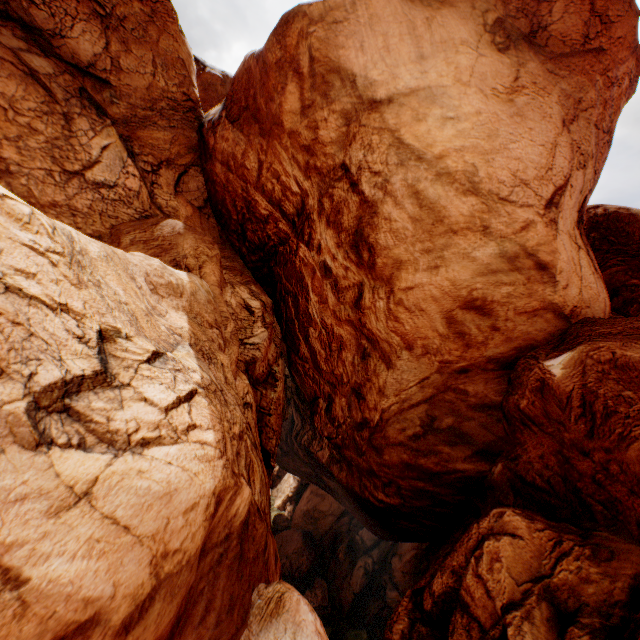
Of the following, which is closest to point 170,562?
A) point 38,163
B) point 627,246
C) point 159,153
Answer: point 38,163
